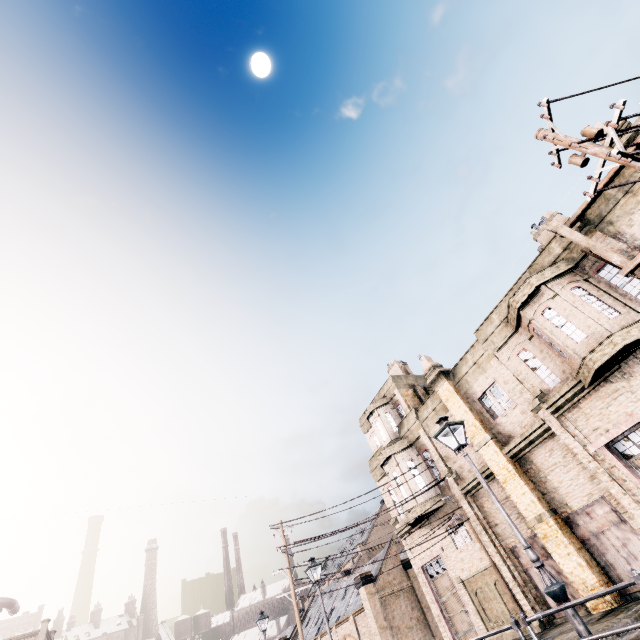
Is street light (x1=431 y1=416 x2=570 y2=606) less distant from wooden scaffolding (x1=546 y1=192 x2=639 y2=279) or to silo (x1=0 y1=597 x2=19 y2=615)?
wooden scaffolding (x1=546 y1=192 x2=639 y2=279)

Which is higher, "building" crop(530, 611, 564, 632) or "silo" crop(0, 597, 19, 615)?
"silo" crop(0, 597, 19, 615)

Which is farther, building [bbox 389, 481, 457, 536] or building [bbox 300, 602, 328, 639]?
building [bbox 300, 602, 328, 639]

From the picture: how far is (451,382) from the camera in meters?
21.0

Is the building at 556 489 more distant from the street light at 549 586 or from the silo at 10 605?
the silo at 10 605

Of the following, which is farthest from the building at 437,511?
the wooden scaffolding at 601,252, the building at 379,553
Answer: the building at 379,553

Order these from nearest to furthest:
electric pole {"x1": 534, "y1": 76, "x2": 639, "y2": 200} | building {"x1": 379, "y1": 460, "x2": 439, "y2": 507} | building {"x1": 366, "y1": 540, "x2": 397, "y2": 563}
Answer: electric pole {"x1": 534, "y1": 76, "x2": 639, "y2": 200} → building {"x1": 379, "y1": 460, "x2": 439, "y2": 507} → building {"x1": 366, "y1": 540, "x2": 397, "y2": 563}

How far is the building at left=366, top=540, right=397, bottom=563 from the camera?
32.6m
